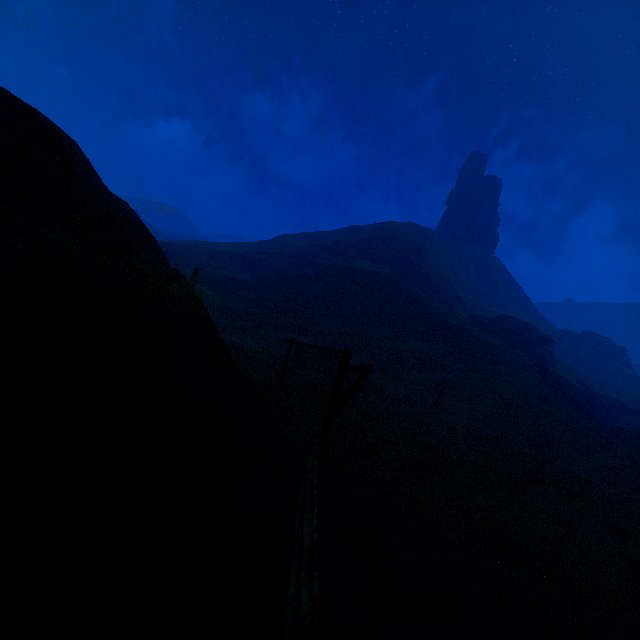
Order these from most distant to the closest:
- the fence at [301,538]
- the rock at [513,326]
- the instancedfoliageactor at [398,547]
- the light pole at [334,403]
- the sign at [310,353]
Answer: the rock at [513,326] → the sign at [310,353] → the light pole at [334,403] → the instancedfoliageactor at [398,547] → the fence at [301,538]

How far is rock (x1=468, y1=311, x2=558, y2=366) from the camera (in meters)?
40.69

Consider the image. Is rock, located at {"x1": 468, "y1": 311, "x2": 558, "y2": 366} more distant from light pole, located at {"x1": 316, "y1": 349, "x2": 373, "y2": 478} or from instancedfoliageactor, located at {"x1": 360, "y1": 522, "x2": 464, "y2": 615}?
instancedfoliageactor, located at {"x1": 360, "y1": 522, "x2": 464, "y2": 615}

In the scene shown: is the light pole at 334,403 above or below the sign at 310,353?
above

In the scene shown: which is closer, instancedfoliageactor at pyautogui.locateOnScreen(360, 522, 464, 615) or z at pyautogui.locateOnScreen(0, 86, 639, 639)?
z at pyautogui.locateOnScreen(0, 86, 639, 639)

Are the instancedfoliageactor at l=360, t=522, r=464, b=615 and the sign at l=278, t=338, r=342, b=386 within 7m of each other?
no

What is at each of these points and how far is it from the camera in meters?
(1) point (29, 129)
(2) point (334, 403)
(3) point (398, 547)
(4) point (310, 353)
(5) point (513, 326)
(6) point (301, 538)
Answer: (1) z, 7.3
(2) light pole, 6.8
(3) instancedfoliageactor, 5.5
(4) sign, 14.8
(5) rock, 47.8
(6) fence, 5.0

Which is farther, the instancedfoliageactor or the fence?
the instancedfoliageactor
